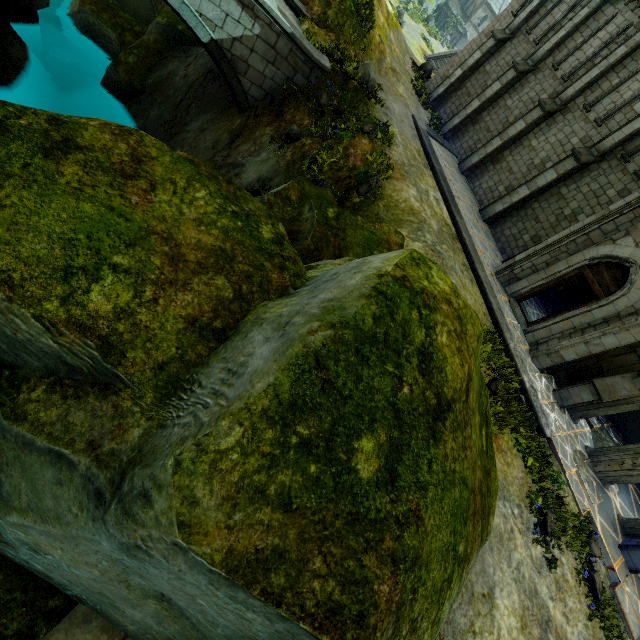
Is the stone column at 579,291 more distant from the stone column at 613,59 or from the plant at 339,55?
the plant at 339,55

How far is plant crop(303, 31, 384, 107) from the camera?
12.6m

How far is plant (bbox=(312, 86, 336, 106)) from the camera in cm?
1267

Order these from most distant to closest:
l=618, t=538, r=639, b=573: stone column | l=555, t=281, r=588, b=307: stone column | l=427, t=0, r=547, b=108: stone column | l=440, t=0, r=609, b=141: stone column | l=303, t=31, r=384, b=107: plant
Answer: l=555, t=281, r=588, b=307: stone column → l=427, t=0, r=547, b=108: stone column → l=440, t=0, r=609, b=141: stone column → l=303, t=31, r=384, b=107: plant → l=618, t=538, r=639, b=573: stone column

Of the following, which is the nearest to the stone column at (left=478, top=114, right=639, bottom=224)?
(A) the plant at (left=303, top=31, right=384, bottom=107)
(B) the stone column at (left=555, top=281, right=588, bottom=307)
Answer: (B) the stone column at (left=555, top=281, right=588, bottom=307)

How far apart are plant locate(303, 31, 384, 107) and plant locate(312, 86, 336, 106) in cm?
105

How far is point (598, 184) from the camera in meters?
13.5

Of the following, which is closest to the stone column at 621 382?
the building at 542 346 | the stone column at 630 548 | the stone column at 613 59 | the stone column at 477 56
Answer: the building at 542 346
